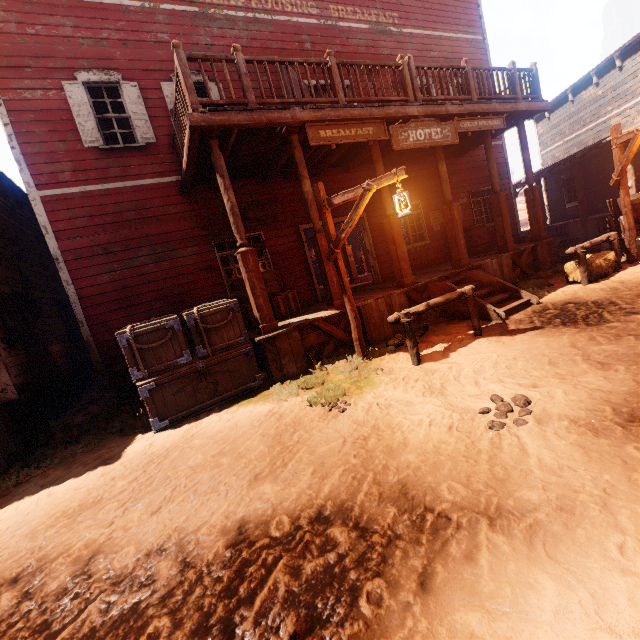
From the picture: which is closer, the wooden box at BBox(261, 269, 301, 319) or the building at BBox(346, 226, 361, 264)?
the wooden box at BBox(261, 269, 301, 319)

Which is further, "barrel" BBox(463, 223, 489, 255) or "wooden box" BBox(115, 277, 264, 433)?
"barrel" BBox(463, 223, 489, 255)

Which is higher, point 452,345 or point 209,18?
point 209,18

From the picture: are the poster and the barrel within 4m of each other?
yes

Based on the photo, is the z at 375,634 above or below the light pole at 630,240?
below

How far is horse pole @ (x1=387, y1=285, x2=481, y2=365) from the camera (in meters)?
5.12

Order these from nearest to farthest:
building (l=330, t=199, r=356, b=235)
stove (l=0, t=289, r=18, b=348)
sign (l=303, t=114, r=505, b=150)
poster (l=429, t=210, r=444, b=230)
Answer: sign (l=303, t=114, r=505, b=150)
stove (l=0, t=289, r=18, b=348)
building (l=330, t=199, r=356, b=235)
poster (l=429, t=210, r=444, b=230)

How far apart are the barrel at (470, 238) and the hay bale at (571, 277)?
3.1m
